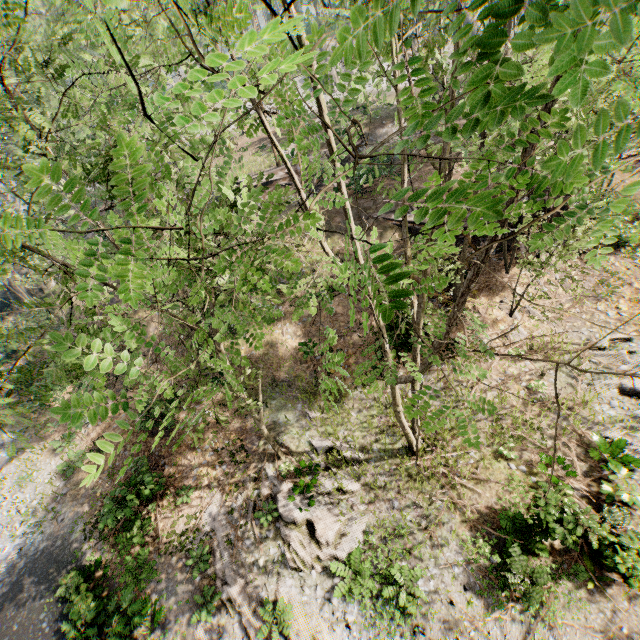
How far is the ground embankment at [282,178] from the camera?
29.0 meters

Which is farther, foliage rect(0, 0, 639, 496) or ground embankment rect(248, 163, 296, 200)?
ground embankment rect(248, 163, 296, 200)

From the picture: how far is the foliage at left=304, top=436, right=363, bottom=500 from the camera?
13.0m

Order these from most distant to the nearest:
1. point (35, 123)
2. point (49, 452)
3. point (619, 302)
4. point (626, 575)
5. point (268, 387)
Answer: Answer:
1. point (49, 452)
2. point (268, 387)
3. point (619, 302)
4. point (35, 123)
5. point (626, 575)

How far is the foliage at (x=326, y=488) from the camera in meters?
13.0 m

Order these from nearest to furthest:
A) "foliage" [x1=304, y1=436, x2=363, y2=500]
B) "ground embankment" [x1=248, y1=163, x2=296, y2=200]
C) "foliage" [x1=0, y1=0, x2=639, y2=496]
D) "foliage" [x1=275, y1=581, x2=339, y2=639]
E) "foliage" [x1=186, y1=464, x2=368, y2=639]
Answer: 1. "foliage" [x1=0, y1=0, x2=639, y2=496]
2. "foliage" [x1=275, y1=581, x2=339, y2=639]
3. "foliage" [x1=186, y1=464, x2=368, y2=639]
4. "foliage" [x1=304, y1=436, x2=363, y2=500]
5. "ground embankment" [x1=248, y1=163, x2=296, y2=200]

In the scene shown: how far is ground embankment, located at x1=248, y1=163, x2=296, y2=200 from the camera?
29.0m
